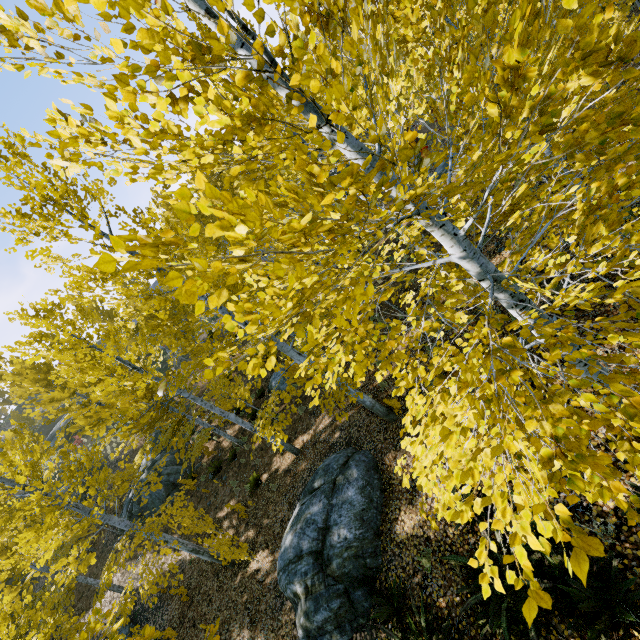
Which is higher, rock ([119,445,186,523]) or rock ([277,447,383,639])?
rock ([119,445,186,523])

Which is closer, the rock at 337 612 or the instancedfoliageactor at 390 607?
the instancedfoliageactor at 390 607

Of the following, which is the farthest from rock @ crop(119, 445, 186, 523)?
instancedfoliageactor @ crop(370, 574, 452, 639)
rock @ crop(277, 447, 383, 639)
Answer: instancedfoliageactor @ crop(370, 574, 452, 639)

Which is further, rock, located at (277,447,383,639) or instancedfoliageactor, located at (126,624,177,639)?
rock, located at (277,447,383,639)

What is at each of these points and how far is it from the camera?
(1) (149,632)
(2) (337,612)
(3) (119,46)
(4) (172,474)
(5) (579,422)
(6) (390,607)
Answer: (1) instancedfoliageactor, 2.6m
(2) rock, 6.4m
(3) instancedfoliageactor, 1.4m
(4) rock, 18.2m
(5) instancedfoliageactor, 2.9m
(6) instancedfoliageactor, 5.8m

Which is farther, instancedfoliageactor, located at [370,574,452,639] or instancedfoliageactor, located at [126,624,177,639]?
instancedfoliageactor, located at [370,574,452,639]

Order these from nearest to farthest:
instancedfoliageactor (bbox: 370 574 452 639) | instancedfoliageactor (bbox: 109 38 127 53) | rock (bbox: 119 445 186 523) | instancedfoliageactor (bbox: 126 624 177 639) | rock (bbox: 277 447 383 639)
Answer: instancedfoliageactor (bbox: 109 38 127 53), instancedfoliageactor (bbox: 126 624 177 639), instancedfoliageactor (bbox: 370 574 452 639), rock (bbox: 277 447 383 639), rock (bbox: 119 445 186 523)

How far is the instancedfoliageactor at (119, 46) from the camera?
1.4 meters
